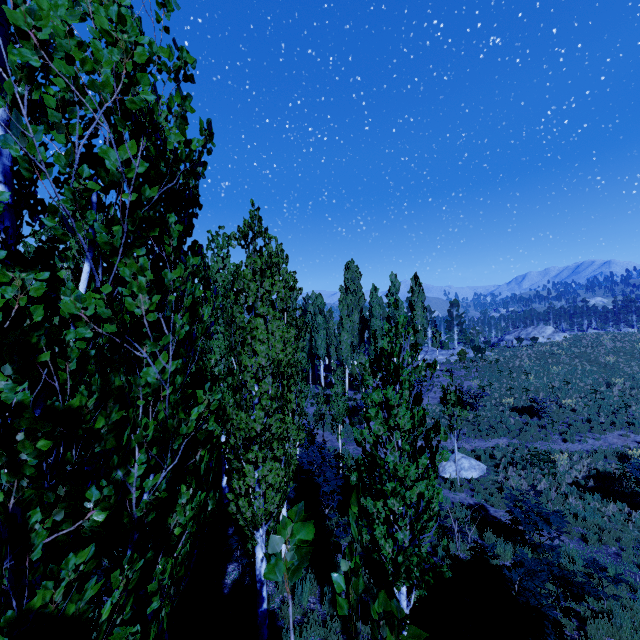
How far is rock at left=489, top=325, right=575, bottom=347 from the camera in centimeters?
4617cm

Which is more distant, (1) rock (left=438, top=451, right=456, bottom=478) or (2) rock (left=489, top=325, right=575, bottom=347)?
(2) rock (left=489, top=325, right=575, bottom=347)

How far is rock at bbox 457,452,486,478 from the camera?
15.4m

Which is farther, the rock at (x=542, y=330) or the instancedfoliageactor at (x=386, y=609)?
the rock at (x=542, y=330)

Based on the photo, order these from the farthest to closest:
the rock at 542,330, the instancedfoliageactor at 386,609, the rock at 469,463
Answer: the rock at 542,330 < the rock at 469,463 < the instancedfoliageactor at 386,609

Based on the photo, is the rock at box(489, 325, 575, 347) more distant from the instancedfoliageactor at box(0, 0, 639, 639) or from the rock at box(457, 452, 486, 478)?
the rock at box(457, 452, 486, 478)

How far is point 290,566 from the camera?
0.9m
